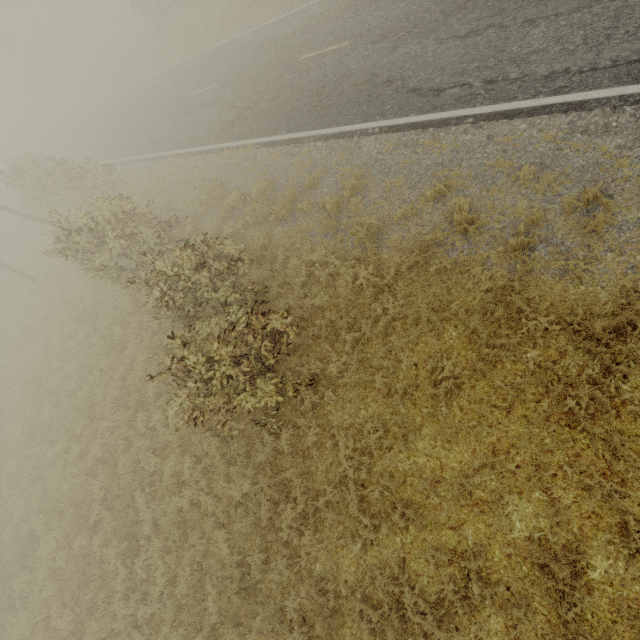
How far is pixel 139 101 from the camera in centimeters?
2067cm
